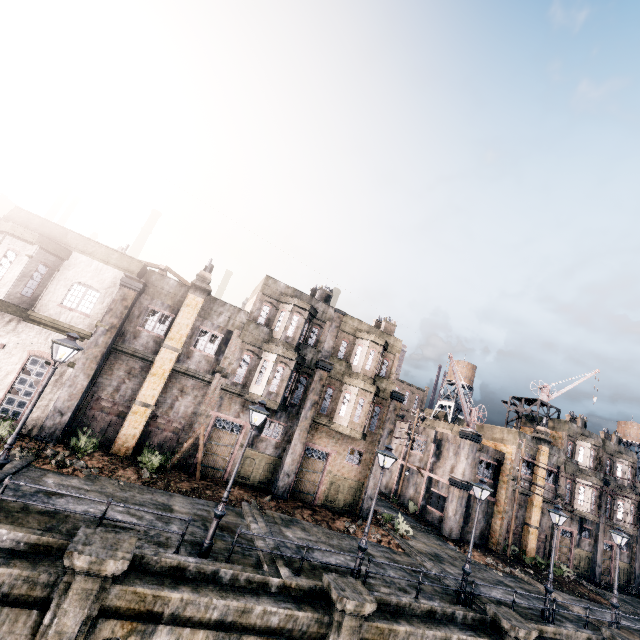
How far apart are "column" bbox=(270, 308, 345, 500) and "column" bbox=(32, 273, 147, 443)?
12.1 meters

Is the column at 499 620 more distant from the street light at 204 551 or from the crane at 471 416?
the crane at 471 416

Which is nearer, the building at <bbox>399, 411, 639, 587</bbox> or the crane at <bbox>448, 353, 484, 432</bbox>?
the building at <bbox>399, 411, 639, 587</bbox>

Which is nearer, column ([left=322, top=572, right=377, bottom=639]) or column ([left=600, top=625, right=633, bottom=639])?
column ([left=322, top=572, right=377, bottom=639])

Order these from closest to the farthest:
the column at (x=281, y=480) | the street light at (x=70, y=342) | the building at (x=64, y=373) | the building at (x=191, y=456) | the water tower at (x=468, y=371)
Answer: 1. the street light at (x=70, y=342)
2. the building at (x=64, y=373)
3. the building at (x=191, y=456)
4. the column at (x=281, y=480)
5. the water tower at (x=468, y=371)

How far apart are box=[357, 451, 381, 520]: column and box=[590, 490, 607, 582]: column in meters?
26.9

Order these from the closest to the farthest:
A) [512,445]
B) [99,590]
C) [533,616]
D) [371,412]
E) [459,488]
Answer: [99,590] < [533,616] < [371,412] < [459,488] < [512,445]

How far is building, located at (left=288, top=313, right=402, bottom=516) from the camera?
23.0 meters
